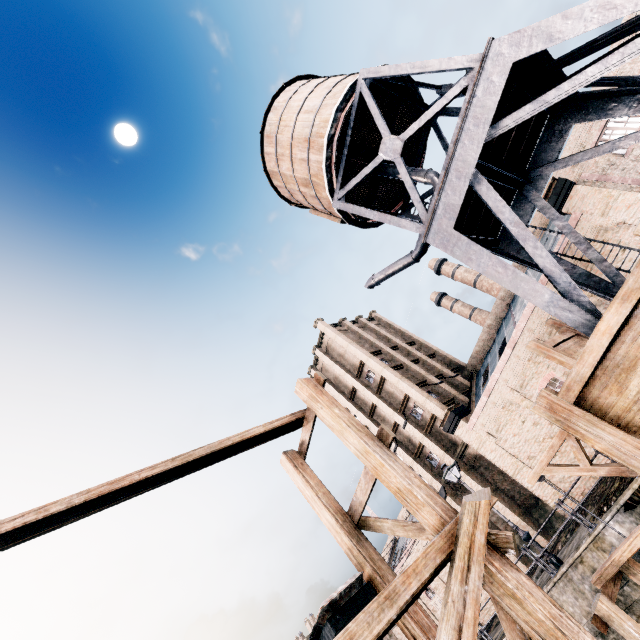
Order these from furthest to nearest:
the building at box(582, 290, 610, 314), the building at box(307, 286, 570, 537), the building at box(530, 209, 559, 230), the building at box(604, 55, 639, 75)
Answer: the building at box(530, 209, 559, 230) → the building at box(604, 55, 639, 75) → the building at box(307, 286, 570, 537) → the building at box(582, 290, 610, 314)

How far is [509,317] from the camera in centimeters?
3039cm

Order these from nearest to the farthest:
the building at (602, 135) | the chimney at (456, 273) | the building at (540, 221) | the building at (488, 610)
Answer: the building at (602, 135) → the building at (540, 221) → the building at (488, 610) → the chimney at (456, 273)

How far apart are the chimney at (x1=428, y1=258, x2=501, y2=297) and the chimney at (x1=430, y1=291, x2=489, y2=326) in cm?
262

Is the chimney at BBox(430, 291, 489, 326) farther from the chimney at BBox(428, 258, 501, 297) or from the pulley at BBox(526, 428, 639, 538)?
the pulley at BBox(526, 428, 639, 538)

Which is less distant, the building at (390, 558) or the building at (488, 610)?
the building at (488, 610)

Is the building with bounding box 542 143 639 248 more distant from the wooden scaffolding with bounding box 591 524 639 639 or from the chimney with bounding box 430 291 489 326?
the chimney with bounding box 430 291 489 326

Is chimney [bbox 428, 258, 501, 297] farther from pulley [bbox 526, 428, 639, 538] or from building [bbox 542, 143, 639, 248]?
pulley [bbox 526, 428, 639, 538]
